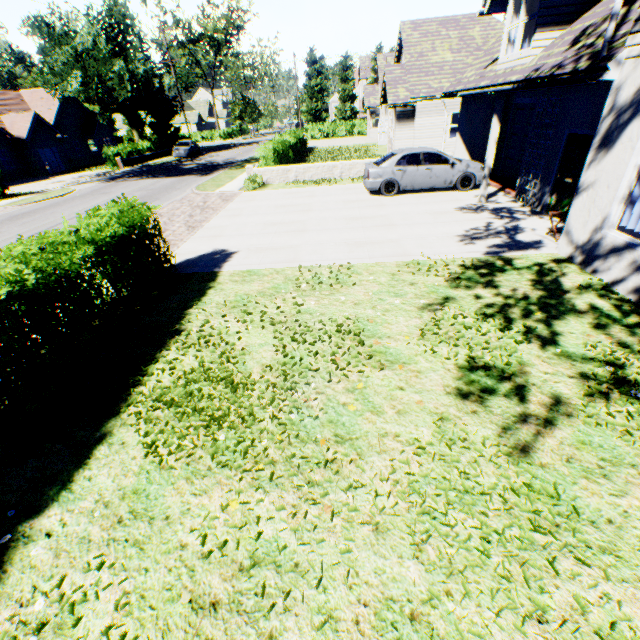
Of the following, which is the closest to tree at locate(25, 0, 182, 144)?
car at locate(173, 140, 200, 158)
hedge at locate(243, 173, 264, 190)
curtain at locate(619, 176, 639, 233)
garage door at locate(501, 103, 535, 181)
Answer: car at locate(173, 140, 200, 158)

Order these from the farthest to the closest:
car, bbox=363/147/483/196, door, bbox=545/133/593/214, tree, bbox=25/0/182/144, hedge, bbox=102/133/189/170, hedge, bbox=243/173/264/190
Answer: tree, bbox=25/0/182/144 < hedge, bbox=102/133/189/170 < hedge, bbox=243/173/264/190 < car, bbox=363/147/483/196 < door, bbox=545/133/593/214

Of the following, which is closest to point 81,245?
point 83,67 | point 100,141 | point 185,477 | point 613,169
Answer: point 185,477

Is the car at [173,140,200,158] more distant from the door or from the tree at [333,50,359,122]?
the door

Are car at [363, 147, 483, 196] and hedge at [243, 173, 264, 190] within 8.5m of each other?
yes

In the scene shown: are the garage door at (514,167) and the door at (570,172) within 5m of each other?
yes

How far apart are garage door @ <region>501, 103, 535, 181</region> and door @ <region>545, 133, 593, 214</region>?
3.3m

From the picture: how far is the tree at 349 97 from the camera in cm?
5411
